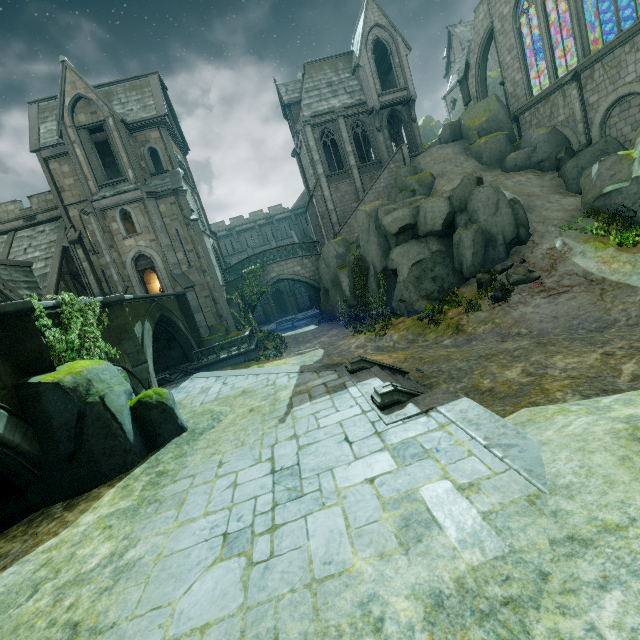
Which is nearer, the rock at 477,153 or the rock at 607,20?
the rock at 477,153

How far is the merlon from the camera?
29.3 meters

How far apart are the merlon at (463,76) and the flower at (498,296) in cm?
2403

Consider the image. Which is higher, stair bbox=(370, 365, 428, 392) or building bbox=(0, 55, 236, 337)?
building bbox=(0, 55, 236, 337)

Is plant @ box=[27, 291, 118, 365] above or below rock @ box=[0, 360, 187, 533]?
above

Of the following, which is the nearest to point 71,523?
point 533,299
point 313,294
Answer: point 533,299

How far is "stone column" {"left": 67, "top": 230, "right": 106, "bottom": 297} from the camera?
24.1m

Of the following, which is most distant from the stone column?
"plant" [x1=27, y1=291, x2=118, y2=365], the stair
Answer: the stair
